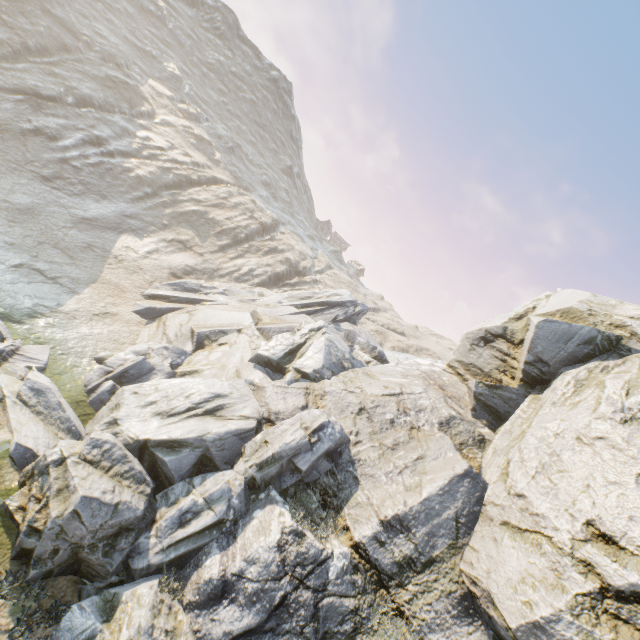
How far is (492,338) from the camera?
A: 18.1 meters
